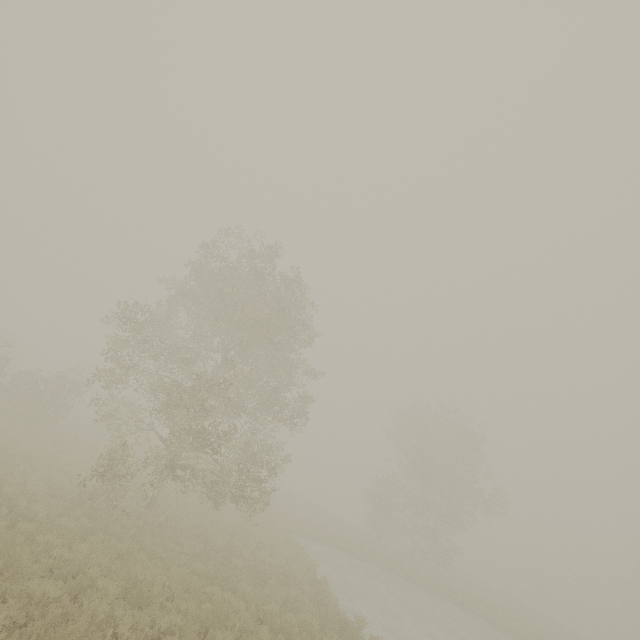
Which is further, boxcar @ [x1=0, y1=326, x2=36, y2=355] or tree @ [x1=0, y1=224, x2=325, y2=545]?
boxcar @ [x1=0, y1=326, x2=36, y2=355]

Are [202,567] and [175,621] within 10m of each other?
yes

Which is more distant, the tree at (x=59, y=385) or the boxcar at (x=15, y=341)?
the boxcar at (x=15, y=341)
